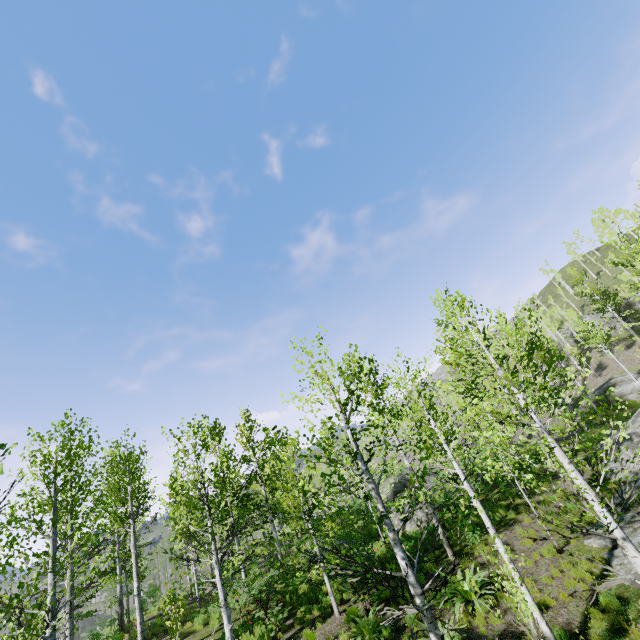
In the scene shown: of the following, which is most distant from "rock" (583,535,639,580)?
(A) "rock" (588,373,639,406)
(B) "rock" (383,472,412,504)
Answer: (B) "rock" (383,472,412,504)

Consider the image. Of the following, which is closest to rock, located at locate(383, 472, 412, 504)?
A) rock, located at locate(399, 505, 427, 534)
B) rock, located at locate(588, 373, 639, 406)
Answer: rock, located at locate(399, 505, 427, 534)

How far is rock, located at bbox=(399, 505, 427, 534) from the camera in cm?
1708

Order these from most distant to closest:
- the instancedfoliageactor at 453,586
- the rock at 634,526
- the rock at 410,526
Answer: the rock at 410,526, the rock at 634,526, the instancedfoliageactor at 453,586

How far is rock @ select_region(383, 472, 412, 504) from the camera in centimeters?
2686cm

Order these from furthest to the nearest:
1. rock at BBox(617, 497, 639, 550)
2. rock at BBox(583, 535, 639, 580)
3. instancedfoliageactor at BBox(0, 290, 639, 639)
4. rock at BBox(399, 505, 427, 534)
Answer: rock at BBox(399, 505, 427, 534), rock at BBox(617, 497, 639, 550), rock at BBox(583, 535, 639, 580), instancedfoliageactor at BBox(0, 290, 639, 639)

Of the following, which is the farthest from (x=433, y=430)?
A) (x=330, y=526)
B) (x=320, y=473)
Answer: (x=320, y=473)

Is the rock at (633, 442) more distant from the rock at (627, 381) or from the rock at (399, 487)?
the rock at (399, 487)
